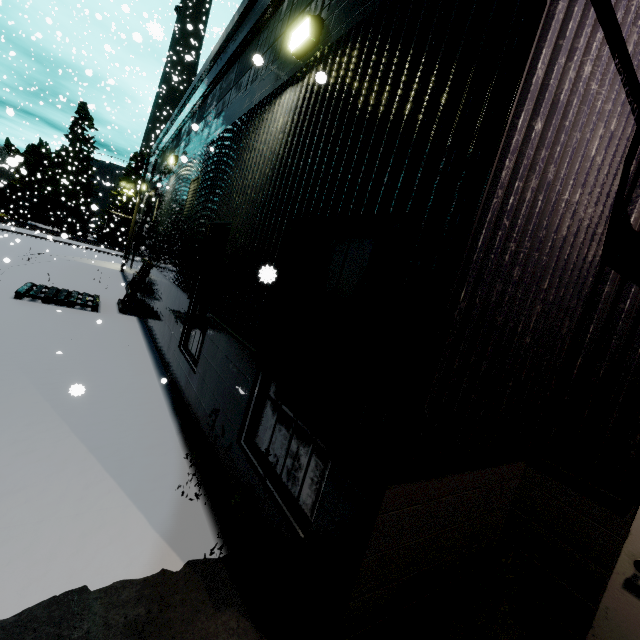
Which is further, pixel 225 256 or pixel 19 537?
pixel 225 256

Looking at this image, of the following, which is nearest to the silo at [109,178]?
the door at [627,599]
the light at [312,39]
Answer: the light at [312,39]

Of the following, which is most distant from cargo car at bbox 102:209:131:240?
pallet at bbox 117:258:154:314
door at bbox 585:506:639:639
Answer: door at bbox 585:506:639:639

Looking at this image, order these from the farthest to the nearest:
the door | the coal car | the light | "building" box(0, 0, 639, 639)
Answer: the coal car → the light → the door → "building" box(0, 0, 639, 639)

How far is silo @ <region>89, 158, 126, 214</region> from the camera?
54.34m

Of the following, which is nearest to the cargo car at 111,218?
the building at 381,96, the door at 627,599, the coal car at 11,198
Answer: the coal car at 11,198

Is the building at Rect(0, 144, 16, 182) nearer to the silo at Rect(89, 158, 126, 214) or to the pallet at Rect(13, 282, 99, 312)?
the pallet at Rect(13, 282, 99, 312)

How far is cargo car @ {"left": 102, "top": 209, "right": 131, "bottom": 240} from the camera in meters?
45.2 m
